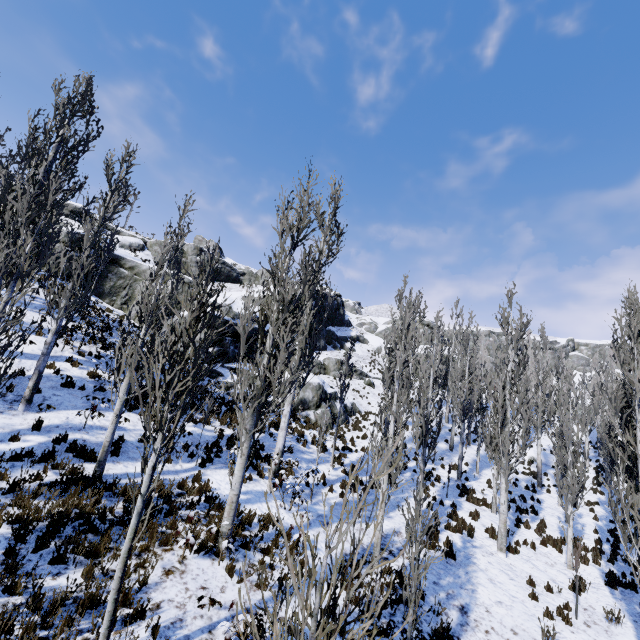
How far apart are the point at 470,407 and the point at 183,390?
18.6m

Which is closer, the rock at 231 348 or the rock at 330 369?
the rock at 231 348

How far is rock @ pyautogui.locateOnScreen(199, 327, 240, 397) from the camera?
19.3m

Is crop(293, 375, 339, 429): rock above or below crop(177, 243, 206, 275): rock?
below

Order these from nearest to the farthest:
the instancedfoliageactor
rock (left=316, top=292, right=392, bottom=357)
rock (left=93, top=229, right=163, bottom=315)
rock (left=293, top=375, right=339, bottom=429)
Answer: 1. the instancedfoliageactor
2. rock (left=293, top=375, right=339, bottom=429)
3. rock (left=93, top=229, right=163, bottom=315)
4. rock (left=316, top=292, right=392, bottom=357)

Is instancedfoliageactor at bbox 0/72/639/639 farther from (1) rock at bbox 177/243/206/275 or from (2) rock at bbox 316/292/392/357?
(1) rock at bbox 177/243/206/275

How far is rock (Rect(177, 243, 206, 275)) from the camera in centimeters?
4650cm

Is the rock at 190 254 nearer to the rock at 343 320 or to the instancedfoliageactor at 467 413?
the rock at 343 320
